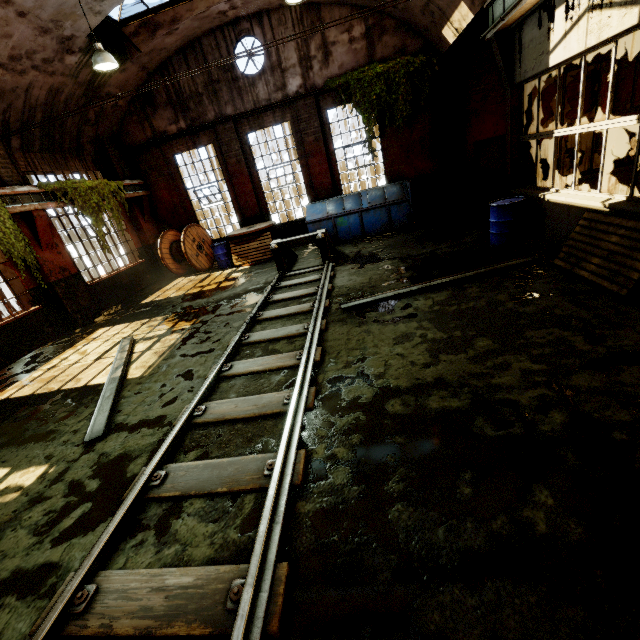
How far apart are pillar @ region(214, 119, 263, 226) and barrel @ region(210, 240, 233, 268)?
1.2 meters

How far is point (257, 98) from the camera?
11.80m

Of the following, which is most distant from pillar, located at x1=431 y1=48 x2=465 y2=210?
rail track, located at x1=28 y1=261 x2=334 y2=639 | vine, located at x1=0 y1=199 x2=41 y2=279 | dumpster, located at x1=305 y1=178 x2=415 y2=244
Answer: vine, located at x1=0 y1=199 x2=41 y2=279

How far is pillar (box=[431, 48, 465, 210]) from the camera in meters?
10.8 m

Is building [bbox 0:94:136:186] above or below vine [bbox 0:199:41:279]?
above

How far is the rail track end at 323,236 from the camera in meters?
9.0

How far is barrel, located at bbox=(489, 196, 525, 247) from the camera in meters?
6.9 m

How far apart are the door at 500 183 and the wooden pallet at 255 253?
8.1 meters
